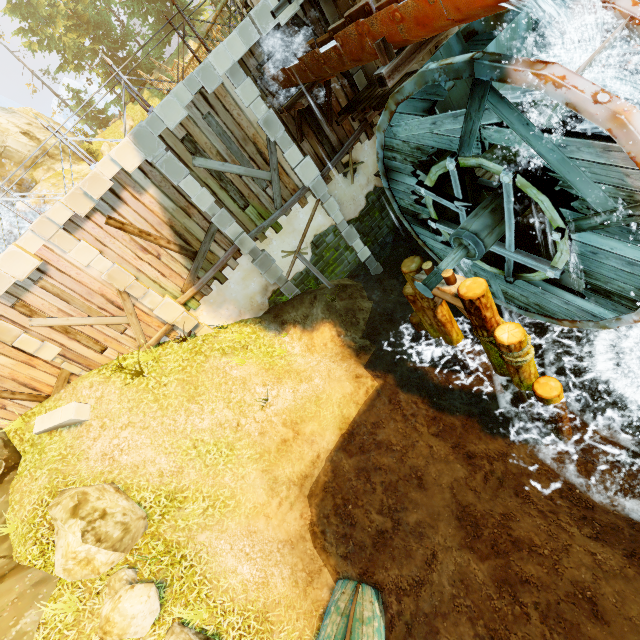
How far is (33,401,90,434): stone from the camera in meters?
9.6

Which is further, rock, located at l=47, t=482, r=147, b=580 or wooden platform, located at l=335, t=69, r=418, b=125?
wooden platform, located at l=335, t=69, r=418, b=125

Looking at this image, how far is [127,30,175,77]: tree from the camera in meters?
30.2

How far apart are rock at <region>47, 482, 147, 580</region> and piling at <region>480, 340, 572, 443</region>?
8.78m

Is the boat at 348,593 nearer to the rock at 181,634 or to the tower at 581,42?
the rock at 181,634

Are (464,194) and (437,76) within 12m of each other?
yes

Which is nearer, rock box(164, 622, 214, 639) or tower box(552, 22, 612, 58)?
tower box(552, 22, 612, 58)

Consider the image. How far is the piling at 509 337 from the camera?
6.0m
